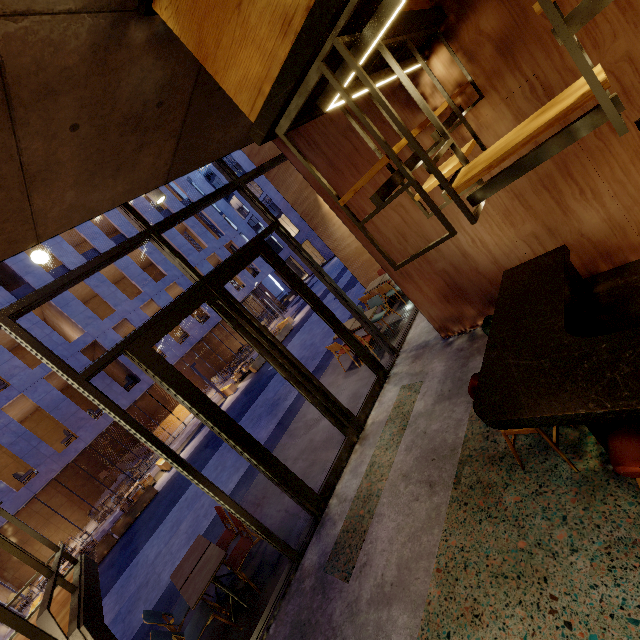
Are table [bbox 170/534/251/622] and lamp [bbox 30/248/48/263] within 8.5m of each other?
yes

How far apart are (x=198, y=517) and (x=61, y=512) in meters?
18.4

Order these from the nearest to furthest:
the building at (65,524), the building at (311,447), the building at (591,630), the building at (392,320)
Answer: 1. the building at (591,630)
2. the building at (311,447)
3. the building at (392,320)
4. the building at (65,524)

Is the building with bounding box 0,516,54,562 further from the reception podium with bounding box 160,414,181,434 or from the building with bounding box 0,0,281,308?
the building with bounding box 0,0,281,308

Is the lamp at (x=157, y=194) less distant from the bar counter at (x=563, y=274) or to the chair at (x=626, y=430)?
the bar counter at (x=563, y=274)

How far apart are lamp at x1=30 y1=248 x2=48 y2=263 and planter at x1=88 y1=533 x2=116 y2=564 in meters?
13.4 m

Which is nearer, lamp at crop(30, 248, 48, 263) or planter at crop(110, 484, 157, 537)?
lamp at crop(30, 248, 48, 263)

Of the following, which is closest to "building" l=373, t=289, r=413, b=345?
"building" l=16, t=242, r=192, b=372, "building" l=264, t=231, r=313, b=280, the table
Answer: the table
